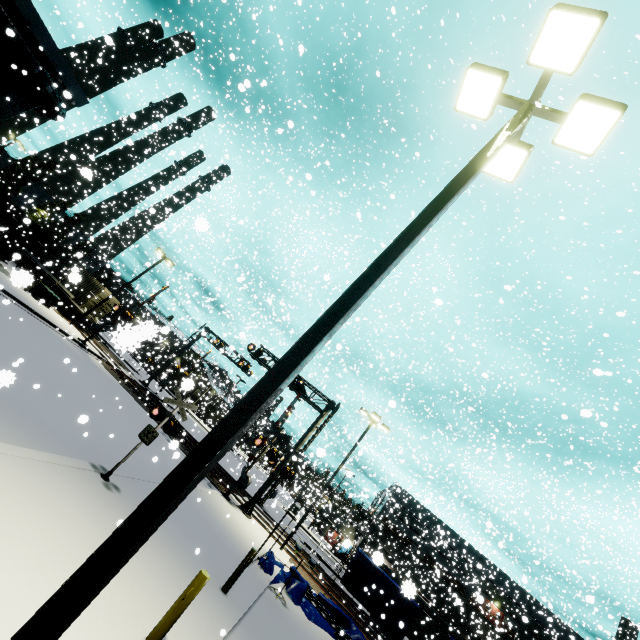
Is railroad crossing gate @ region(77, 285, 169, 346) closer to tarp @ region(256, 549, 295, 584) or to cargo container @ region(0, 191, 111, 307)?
cargo container @ region(0, 191, 111, 307)

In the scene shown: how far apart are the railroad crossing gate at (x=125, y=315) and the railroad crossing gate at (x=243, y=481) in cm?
1363

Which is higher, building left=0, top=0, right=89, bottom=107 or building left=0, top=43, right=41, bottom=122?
building left=0, top=0, right=89, bottom=107

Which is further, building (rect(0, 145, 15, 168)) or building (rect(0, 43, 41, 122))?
building (rect(0, 145, 15, 168))

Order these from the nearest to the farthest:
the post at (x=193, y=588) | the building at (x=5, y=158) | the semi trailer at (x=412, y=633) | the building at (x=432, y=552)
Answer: the post at (x=193, y=588) → the semi trailer at (x=412, y=633) → the building at (x=5, y=158) → the building at (x=432, y=552)

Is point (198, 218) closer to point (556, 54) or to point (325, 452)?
point (325, 452)

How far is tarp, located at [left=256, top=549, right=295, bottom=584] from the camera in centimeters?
1300cm

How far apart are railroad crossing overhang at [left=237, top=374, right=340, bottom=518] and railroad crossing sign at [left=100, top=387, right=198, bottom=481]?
12.4m
